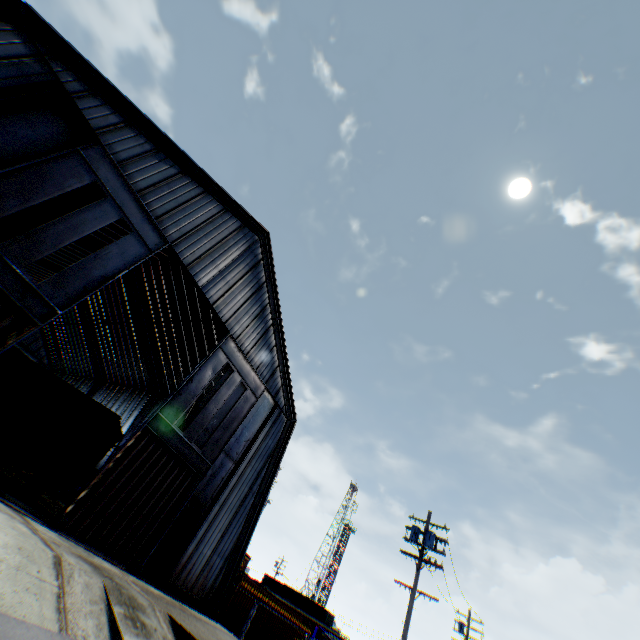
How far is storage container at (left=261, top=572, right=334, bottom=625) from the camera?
44.6m

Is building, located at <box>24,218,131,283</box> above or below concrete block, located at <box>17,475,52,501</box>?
above

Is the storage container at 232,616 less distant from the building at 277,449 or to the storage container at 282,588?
the building at 277,449

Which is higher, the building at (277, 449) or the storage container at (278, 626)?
the building at (277, 449)

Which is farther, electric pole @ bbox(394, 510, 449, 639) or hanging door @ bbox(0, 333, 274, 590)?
electric pole @ bbox(394, 510, 449, 639)

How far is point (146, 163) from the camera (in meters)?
14.61

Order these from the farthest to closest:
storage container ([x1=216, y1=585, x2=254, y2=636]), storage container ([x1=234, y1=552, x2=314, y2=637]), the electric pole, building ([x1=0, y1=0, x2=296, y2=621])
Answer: storage container ([x1=234, y1=552, x2=314, y2=637])
storage container ([x1=216, y1=585, x2=254, y2=636])
the electric pole
building ([x1=0, y1=0, x2=296, y2=621])

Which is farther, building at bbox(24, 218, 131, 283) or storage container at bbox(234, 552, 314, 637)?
building at bbox(24, 218, 131, 283)
